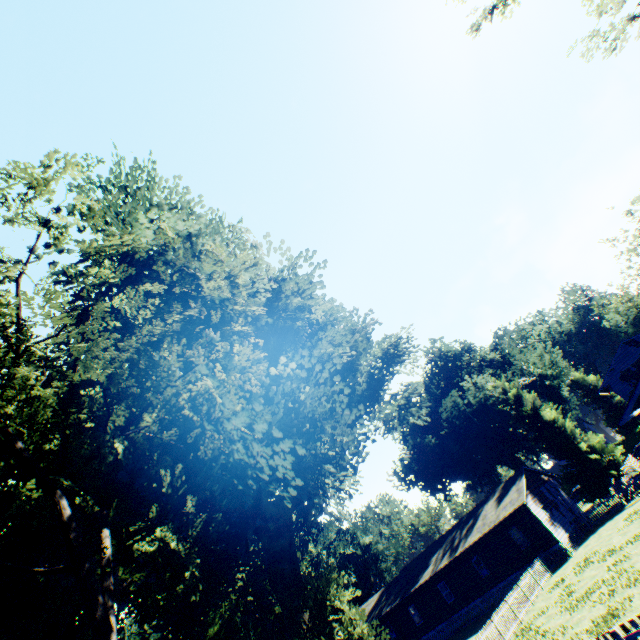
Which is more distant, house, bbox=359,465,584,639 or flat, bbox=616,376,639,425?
house, bbox=359,465,584,639

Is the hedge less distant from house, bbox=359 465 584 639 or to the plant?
the plant

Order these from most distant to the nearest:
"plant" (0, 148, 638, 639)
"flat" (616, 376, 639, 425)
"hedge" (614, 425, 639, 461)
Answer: "hedge" (614, 425, 639, 461), "flat" (616, 376, 639, 425), "plant" (0, 148, 638, 639)

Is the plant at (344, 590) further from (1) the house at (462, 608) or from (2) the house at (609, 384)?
(2) the house at (609, 384)

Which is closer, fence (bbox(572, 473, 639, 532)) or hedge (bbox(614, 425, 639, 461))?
fence (bbox(572, 473, 639, 532))

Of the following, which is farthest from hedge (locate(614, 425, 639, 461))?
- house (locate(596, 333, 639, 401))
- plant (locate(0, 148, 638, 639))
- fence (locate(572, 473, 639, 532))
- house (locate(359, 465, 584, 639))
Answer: fence (locate(572, 473, 639, 532))

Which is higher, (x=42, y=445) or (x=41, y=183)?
(x=41, y=183)

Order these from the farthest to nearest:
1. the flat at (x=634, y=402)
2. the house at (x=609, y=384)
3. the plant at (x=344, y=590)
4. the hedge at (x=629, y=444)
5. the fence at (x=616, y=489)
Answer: the hedge at (x=629, y=444), the house at (x=609, y=384), the fence at (x=616, y=489), the flat at (x=634, y=402), the plant at (x=344, y=590)
